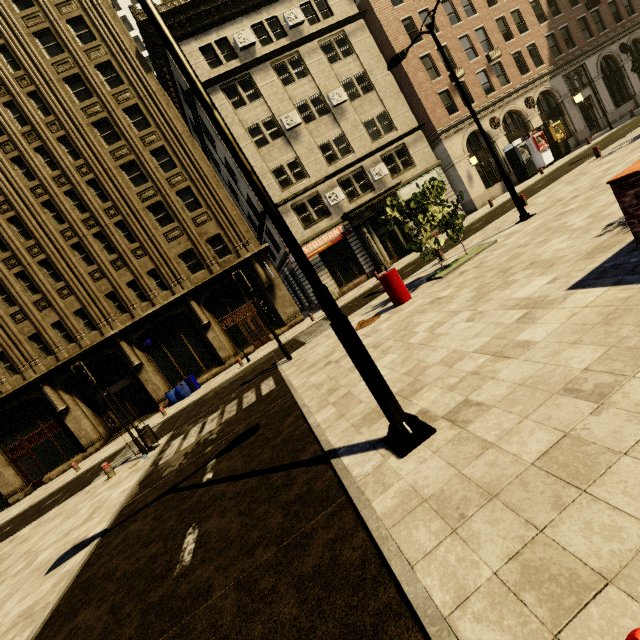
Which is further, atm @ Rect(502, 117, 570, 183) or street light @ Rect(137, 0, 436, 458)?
atm @ Rect(502, 117, 570, 183)

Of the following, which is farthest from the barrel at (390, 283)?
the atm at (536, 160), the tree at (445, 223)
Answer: the atm at (536, 160)

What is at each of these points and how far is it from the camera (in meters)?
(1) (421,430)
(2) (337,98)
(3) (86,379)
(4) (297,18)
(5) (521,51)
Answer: (1) street light, 3.72
(2) air conditioner, 23.08
(3) traffic light, 10.51
(4) air conditioner, 22.42
(5) building, 26.83

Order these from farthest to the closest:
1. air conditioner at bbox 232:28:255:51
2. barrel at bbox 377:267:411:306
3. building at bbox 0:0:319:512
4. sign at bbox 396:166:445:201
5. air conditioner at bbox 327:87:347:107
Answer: sign at bbox 396:166:445:201 < air conditioner at bbox 327:87:347:107 < air conditioner at bbox 232:28:255:51 < building at bbox 0:0:319:512 < barrel at bbox 377:267:411:306

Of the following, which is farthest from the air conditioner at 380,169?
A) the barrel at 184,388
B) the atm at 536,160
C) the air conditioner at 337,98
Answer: the barrel at 184,388

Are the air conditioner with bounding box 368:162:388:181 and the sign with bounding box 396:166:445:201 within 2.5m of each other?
yes

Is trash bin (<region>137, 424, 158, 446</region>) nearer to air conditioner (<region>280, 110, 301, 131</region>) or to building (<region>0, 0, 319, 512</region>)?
building (<region>0, 0, 319, 512</region>)

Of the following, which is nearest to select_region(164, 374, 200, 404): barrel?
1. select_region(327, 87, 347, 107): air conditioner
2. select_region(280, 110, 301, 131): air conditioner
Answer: select_region(280, 110, 301, 131): air conditioner
